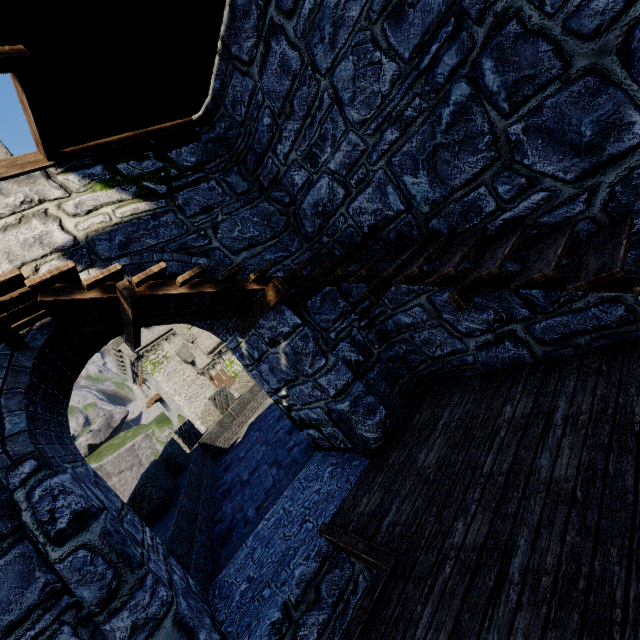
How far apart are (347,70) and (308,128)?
0.9m
